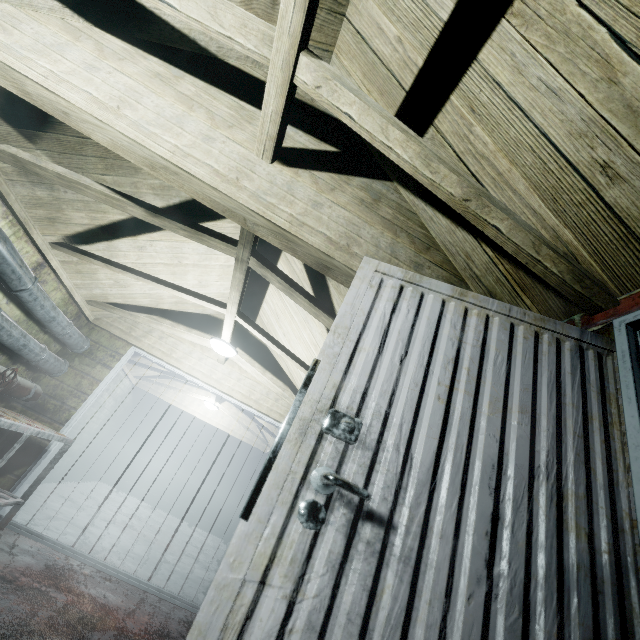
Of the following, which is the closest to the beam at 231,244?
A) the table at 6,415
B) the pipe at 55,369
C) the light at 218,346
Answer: the light at 218,346

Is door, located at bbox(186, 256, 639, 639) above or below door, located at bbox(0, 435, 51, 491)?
above

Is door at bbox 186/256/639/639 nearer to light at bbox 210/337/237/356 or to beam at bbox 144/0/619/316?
beam at bbox 144/0/619/316

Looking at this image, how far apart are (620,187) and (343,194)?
1.0 meters

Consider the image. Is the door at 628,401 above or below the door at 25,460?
above

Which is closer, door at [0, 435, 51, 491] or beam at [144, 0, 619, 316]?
beam at [144, 0, 619, 316]

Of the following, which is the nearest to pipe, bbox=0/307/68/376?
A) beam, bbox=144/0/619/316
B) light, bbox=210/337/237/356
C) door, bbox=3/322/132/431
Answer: door, bbox=3/322/132/431

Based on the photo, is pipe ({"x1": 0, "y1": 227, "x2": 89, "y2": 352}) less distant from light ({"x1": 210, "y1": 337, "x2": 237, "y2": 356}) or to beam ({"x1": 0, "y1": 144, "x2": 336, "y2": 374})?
beam ({"x1": 0, "y1": 144, "x2": 336, "y2": 374})
